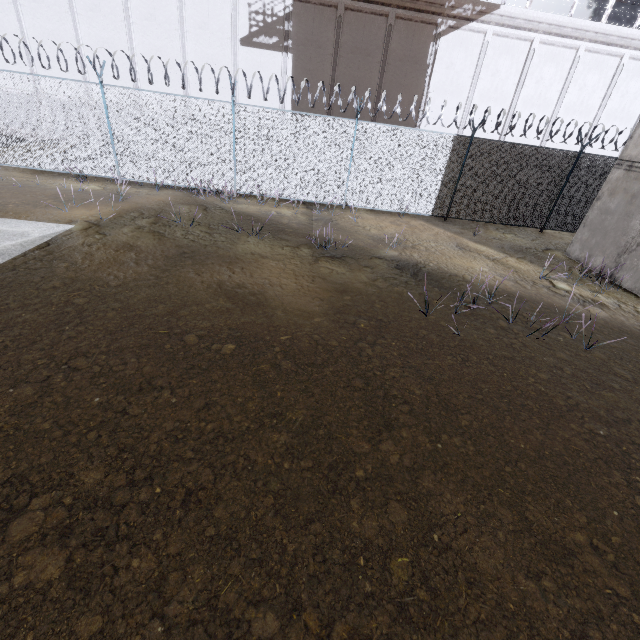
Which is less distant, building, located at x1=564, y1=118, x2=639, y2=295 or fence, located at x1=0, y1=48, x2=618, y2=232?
building, located at x1=564, y1=118, x2=639, y2=295

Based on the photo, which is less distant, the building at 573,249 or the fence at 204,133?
the building at 573,249

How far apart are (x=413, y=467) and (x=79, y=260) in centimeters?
690cm
